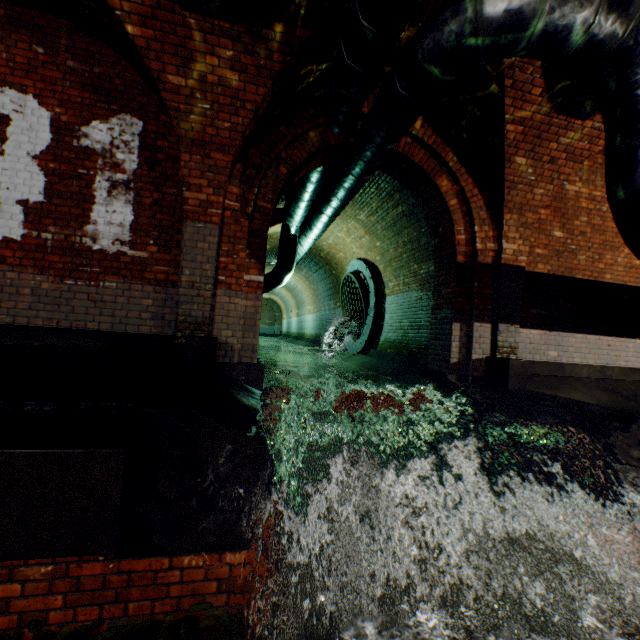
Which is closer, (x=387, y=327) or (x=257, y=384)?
(x=257, y=384)

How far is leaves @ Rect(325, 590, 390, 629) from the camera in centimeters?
237cm

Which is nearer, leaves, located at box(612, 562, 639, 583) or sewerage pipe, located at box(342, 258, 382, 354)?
leaves, located at box(612, 562, 639, 583)

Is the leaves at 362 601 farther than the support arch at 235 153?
No

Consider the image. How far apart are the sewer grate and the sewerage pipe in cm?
1

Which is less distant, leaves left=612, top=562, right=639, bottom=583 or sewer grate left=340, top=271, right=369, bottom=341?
leaves left=612, top=562, right=639, bottom=583

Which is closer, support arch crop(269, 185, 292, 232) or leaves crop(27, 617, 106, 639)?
leaves crop(27, 617, 106, 639)

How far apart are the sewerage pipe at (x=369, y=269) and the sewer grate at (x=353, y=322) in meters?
0.0 m
